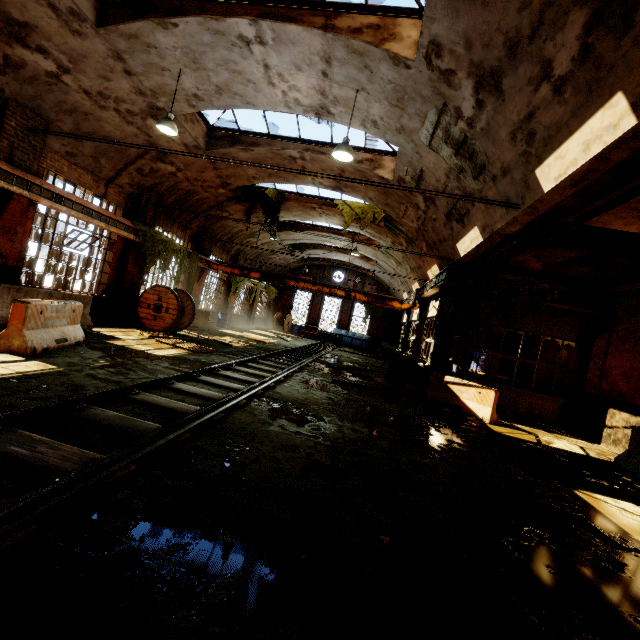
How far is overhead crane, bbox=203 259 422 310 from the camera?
16.50m

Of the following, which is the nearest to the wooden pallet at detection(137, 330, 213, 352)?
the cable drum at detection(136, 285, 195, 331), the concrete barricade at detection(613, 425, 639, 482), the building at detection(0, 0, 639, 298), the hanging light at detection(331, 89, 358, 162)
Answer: the cable drum at detection(136, 285, 195, 331)

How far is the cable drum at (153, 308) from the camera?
12.9 meters

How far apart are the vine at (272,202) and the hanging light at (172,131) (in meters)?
8.26

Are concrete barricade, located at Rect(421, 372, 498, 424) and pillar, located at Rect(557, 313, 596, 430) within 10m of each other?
yes

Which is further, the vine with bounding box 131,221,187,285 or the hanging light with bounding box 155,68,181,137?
the vine with bounding box 131,221,187,285

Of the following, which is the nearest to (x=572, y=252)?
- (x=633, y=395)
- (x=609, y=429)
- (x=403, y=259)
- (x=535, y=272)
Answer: (x=535, y=272)

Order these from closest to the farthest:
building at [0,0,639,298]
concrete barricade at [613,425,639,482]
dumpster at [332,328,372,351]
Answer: building at [0,0,639,298] → concrete barricade at [613,425,639,482] → dumpster at [332,328,372,351]
